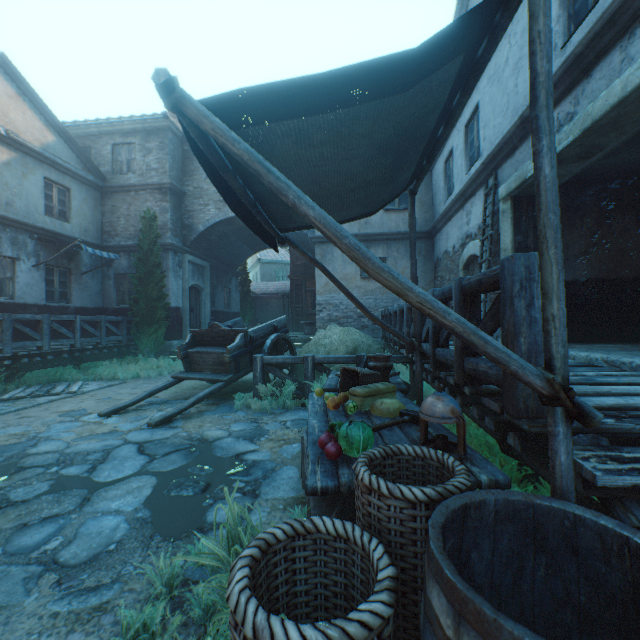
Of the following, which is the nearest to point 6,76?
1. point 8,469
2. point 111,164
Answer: point 111,164

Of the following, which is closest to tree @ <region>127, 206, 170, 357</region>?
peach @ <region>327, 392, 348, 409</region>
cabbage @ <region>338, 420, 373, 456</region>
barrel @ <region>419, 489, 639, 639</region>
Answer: barrel @ <region>419, 489, 639, 639</region>

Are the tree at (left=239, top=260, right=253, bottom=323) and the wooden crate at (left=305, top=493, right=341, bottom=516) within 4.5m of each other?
no

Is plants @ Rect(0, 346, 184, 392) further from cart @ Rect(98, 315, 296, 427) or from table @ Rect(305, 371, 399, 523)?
table @ Rect(305, 371, 399, 523)

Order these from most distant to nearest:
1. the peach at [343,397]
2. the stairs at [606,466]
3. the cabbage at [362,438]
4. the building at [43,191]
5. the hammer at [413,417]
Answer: the building at [43,191] < the peach at [343,397] < the hammer at [413,417] < the cabbage at [362,438] < the stairs at [606,466]

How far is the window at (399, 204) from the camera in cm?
1217

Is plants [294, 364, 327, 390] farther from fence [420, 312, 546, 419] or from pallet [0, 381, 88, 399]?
pallet [0, 381, 88, 399]

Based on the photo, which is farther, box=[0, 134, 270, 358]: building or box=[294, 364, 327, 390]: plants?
box=[0, 134, 270, 358]: building
